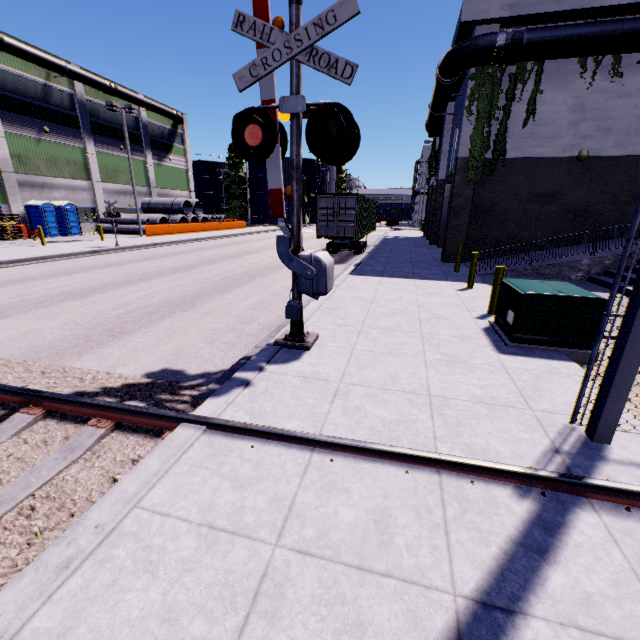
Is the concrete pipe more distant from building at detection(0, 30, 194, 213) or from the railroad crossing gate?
the railroad crossing gate

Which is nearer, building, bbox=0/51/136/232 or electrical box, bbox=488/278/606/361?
electrical box, bbox=488/278/606/361

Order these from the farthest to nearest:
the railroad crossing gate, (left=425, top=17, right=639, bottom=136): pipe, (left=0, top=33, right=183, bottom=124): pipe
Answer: (left=0, top=33, right=183, bottom=124): pipe → (left=425, top=17, right=639, bottom=136): pipe → the railroad crossing gate

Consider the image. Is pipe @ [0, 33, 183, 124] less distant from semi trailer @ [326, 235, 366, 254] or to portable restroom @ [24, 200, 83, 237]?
portable restroom @ [24, 200, 83, 237]

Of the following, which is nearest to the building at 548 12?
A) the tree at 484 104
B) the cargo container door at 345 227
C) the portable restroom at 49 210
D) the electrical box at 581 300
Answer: the tree at 484 104

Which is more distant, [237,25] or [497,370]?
[497,370]

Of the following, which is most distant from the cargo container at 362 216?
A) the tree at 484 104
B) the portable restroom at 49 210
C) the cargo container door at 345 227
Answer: the portable restroom at 49 210

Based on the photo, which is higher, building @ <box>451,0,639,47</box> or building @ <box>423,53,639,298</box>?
building @ <box>451,0,639,47</box>
